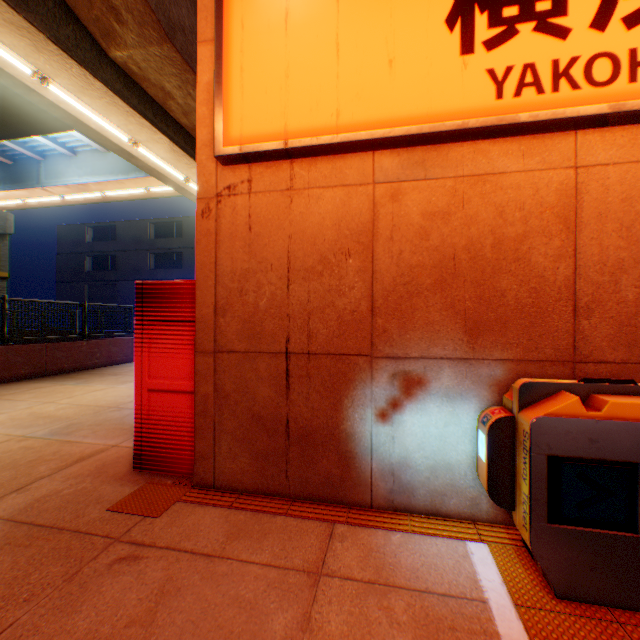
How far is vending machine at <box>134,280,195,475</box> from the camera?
3.31m

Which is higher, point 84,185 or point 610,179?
point 84,185

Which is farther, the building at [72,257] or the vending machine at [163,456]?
the building at [72,257]

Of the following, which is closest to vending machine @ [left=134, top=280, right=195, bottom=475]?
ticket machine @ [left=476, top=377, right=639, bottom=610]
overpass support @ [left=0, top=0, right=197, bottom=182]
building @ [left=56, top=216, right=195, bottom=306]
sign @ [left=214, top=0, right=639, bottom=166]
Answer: sign @ [left=214, top=0, right=639, bottom=166]

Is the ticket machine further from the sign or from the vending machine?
the vending machine

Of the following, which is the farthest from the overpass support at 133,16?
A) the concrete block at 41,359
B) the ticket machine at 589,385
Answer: the ticket machine at 589,385

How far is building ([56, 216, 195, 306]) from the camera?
30.97m

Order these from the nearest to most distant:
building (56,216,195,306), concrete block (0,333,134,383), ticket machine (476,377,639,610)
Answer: ticket machine (476,377,639,610) → concrete block (0,333,134,383) → building (56,216,195,306)
